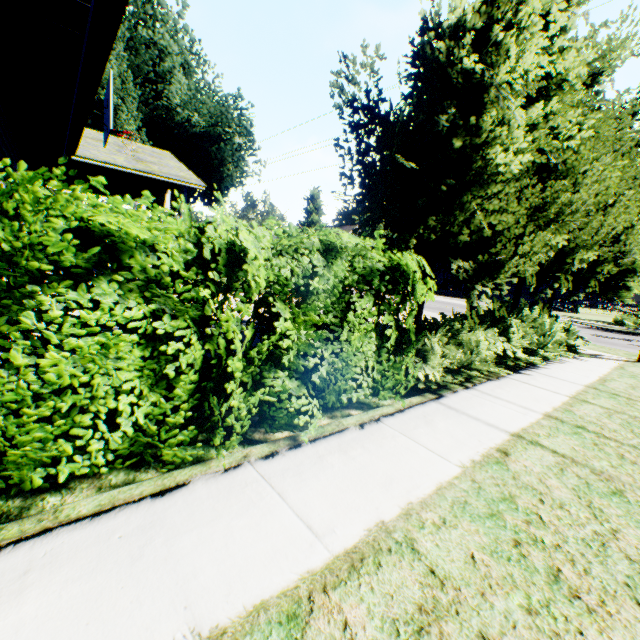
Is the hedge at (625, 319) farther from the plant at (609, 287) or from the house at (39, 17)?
the house at (39, 17)

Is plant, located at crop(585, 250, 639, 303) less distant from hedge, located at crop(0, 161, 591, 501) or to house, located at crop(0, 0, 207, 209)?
house, located at crop(0, 0, 207, 209)

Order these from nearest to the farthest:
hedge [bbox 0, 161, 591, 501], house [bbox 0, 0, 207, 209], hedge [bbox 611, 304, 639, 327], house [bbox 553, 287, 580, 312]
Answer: hedge [bbox 0, 161, 591, 501]
house [bbox 0, 0, 207, 209]
hedge [bbox 611, 304, 639, 327]
house [bbox 553, 287, 580, 312]

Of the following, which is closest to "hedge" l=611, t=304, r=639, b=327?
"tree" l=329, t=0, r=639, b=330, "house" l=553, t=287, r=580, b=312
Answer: "house" l=553, t=287, r=580, b=312

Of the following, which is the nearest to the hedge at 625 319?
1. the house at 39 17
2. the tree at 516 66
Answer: the tree at 516 66

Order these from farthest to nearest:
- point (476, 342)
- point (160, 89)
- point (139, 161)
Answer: point (160, 89), point (139, 161), point (476, 342)

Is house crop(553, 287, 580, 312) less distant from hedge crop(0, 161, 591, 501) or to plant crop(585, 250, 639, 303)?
plant crop(585, 250, 639, 303)

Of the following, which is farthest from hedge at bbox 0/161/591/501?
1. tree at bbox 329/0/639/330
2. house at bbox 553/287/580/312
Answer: house at bbox 553/287/580/312
